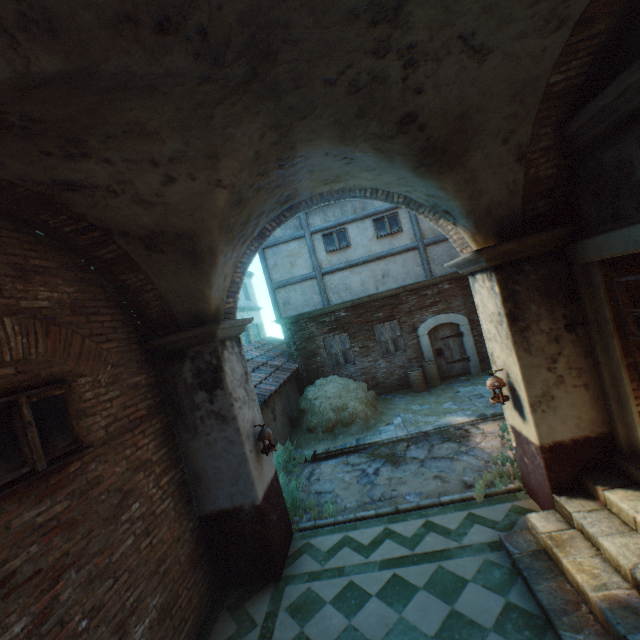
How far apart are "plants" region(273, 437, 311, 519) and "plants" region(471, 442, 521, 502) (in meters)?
3.50

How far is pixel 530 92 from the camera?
3.14m

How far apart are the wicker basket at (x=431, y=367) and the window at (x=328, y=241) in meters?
5.2

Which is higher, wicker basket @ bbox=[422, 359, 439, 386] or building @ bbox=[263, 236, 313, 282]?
building @ bbox=[263, 236, 313, 282]

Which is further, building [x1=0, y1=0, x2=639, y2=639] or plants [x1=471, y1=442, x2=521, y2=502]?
plants [x1=471, y1=442, x2=521, y2=502]

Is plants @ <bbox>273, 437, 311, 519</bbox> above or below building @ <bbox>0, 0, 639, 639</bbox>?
below

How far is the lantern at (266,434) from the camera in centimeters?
513cm

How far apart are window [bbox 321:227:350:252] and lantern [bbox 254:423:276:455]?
8.34m
